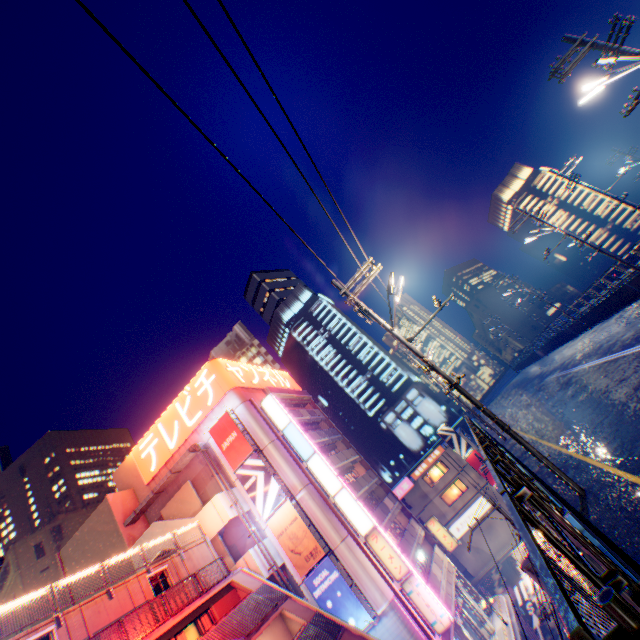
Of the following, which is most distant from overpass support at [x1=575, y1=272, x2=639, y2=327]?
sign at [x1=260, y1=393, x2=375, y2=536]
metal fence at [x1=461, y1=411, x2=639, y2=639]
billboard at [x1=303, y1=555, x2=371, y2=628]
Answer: billboard at [x1=303, y1=555, x2=371, y2=628]

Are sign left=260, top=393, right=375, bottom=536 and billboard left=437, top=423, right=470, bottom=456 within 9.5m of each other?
no

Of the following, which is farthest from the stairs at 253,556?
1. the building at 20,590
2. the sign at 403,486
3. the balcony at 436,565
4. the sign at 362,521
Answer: the building at 20,590

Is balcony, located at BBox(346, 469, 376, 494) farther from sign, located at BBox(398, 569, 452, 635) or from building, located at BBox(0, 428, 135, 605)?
building, located at BBox(0, 428, 135, 605)

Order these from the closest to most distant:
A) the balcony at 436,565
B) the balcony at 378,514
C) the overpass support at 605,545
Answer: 1. the overpass support at 605,545
2. the balcony at 436,565
3. the balcony at 378,514

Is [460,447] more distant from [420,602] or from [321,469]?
[321,469]

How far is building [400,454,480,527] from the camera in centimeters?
4184cm

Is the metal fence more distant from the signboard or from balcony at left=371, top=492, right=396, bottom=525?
the signboard
